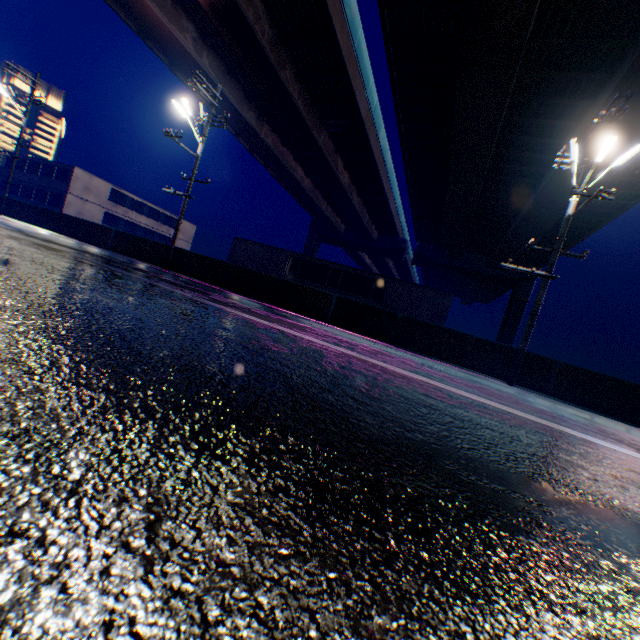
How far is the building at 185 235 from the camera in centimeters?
5097cm

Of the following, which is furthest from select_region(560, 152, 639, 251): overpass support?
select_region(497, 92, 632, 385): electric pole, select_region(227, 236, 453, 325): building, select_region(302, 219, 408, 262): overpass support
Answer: select_region(227, 236, 453, 325): building

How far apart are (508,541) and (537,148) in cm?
2767

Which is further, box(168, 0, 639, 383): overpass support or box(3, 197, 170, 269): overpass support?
box(3, 197, 170, 269): overpass support

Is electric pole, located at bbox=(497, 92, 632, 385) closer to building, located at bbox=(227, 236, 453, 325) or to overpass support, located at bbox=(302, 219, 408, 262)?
building, located at bbox=(227, 236, 453, 325)

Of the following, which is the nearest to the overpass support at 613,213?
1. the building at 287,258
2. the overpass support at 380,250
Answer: the overpass support at 380,250

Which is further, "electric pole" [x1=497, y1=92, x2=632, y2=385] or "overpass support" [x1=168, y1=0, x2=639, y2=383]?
"overpass support" [x1=168, y1=0, x2=639, y2=383]

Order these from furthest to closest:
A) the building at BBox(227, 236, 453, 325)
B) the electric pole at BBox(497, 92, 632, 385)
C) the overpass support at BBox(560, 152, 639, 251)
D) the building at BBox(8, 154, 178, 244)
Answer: the building at BBox(8, 154, 178, 244)
the building at BBox(227, 236, 453, 325)
the overpass support at BBox(560, 152, 639, 251)
the electric pole at BBox(497, 92, 632, 385)
